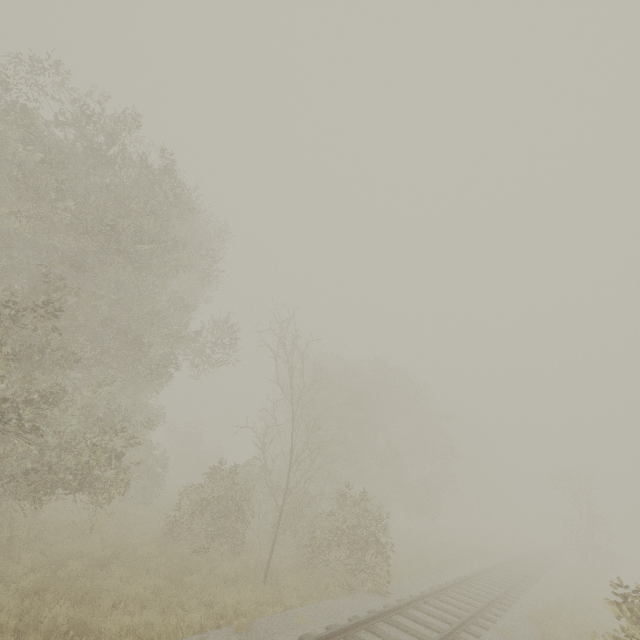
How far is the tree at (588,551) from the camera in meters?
25.3

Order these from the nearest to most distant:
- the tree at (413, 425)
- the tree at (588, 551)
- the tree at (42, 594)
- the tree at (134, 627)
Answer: the tree at (42, 594), the tree at (134, 627), the tree at (413, 425), the tree at (588, 551)

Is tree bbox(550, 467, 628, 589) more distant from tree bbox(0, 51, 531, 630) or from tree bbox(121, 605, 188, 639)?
tree bbox(121, 605, 188, 639)

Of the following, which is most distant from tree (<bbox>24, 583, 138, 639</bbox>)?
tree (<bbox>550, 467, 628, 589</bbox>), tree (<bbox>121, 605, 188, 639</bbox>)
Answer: tree (<bbox>550, 467, 628, 589</bbox>)

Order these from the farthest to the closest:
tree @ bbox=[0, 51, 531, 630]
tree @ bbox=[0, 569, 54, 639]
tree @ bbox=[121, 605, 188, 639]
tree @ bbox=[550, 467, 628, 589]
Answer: tree @ bbox=[550, 467, 628, 589]
tree @ bbox=[0, 51, 531, 630]
tree @ bbox=[121, 605, 188, 639]
tree @ bbox=[0, 569, 54, 639]

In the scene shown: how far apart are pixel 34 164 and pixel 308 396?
20.7 meters

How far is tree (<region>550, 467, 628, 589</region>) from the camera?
25.3m
